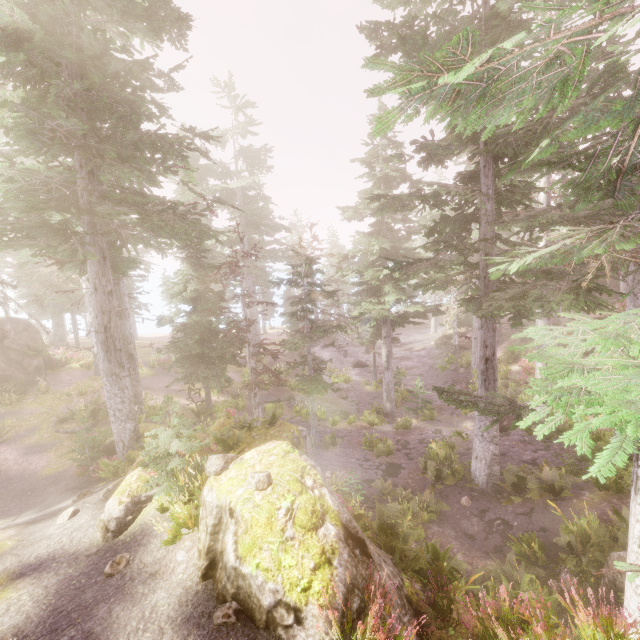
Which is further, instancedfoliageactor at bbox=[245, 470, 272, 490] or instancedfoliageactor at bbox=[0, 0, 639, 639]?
instancedfoliageactor at bbox=[245, 470, 272, 490]

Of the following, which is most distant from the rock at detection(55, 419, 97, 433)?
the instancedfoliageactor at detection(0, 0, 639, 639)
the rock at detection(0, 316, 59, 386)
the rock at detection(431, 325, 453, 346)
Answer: the rock at detection(0, 316, 59, 386)

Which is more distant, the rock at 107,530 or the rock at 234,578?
the rock at 107,530

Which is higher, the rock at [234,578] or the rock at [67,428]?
the rock at [234,578]

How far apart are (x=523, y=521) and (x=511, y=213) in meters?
11.8 m

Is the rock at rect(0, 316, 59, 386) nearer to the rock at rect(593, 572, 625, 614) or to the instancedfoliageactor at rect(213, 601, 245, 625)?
the instancedfoliageactor at rect(213, 601, 245, 625)

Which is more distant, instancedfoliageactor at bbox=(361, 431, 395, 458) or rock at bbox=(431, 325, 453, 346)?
rock at bbox=(431, 325, 453, 346)

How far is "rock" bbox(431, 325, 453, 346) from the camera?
37.97m
